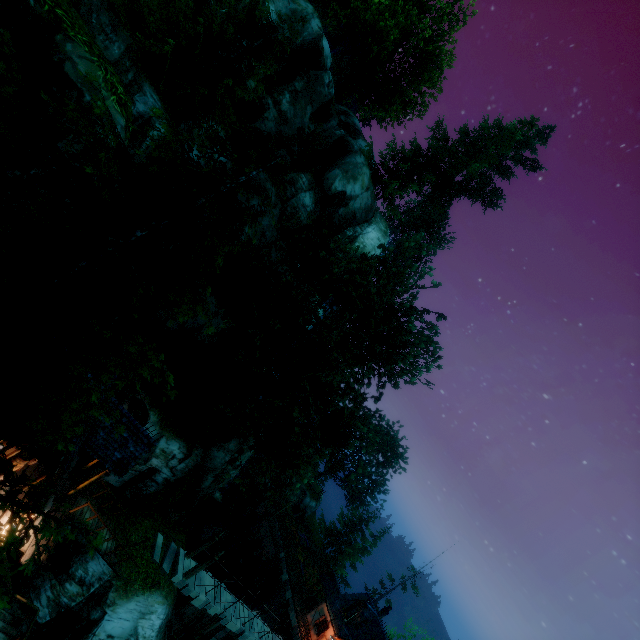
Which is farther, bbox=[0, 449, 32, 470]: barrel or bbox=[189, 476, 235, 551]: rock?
bbox=[189, 476, 235, 551]: rock

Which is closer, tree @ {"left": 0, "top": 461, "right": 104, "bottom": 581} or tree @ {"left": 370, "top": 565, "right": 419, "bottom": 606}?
tree @ {"left": 0, "top": 461, "right": 104, "bottom": 581}

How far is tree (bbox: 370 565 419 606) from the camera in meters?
45.2 m

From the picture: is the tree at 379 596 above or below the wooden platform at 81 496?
above

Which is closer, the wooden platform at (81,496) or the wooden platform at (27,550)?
the wooden platform at (27,550)

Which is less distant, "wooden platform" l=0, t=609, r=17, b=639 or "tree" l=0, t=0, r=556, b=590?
"tree" l=0, t=0, r=556, b=590

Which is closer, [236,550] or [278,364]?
[278,364]

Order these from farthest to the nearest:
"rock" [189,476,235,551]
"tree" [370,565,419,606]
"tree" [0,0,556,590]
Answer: "tree" [370,565,419,606] < "rock" [189,476,235,551] < "tree" [0,0,556,590]
